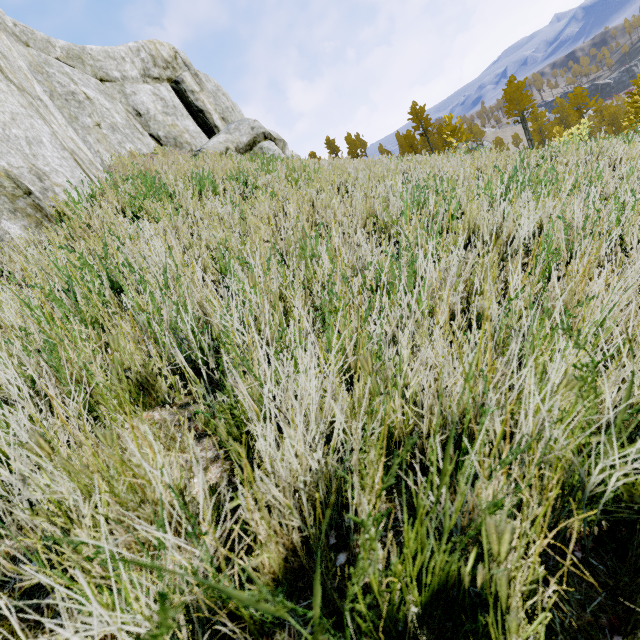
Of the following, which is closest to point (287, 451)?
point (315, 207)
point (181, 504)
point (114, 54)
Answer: point (181, 504)

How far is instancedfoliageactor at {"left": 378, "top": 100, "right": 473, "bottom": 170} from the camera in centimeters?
541cm

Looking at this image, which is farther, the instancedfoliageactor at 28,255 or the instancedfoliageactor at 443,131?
the instancedfoliageactor at 443,131

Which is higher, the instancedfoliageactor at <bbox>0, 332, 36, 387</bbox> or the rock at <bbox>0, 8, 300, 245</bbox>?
the rock at <bbox>0, 8, 300, 245</bbox>

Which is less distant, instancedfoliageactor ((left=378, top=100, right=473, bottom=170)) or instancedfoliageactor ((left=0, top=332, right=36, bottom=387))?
instancedfoliageactor ((left=0, top=332, right=36, bottom=387))
